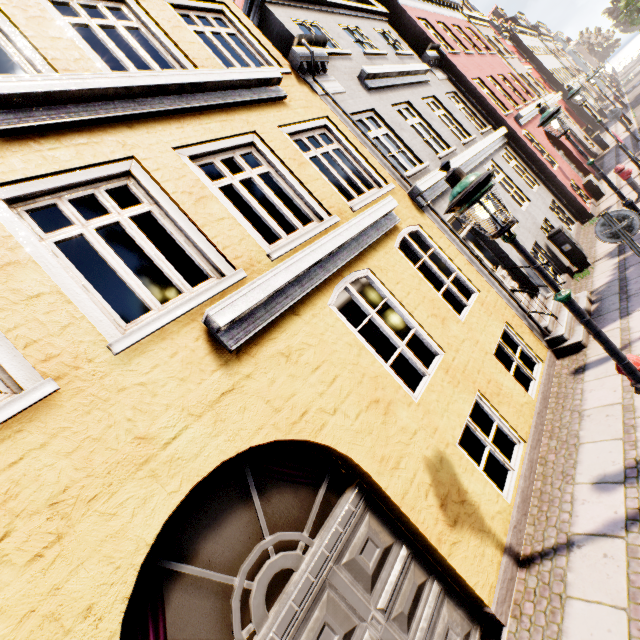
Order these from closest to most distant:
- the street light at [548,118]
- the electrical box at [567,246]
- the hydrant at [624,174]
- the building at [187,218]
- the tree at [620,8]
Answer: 1. the building at [187,218]
2. the street light at [548,118]
3. the electrical box at [567,246]
4. the hydrant at [624,174]
5. the tree at [620,8]

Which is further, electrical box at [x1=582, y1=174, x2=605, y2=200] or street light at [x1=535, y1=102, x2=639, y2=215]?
electrical box at [x1=582, y1=174, x2=605, y2=200]

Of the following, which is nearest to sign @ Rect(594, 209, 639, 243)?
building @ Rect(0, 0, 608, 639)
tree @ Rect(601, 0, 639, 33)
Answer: building @ Rect(0, 0, 608, 639)

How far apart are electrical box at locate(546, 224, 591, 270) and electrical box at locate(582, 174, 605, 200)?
5.8 meters

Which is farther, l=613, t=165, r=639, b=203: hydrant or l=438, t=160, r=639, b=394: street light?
l=613, t=165, r=639, b=203: hydrant

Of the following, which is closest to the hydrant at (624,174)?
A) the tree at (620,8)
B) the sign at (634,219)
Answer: the tree at (620,8)

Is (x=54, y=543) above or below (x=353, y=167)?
below
